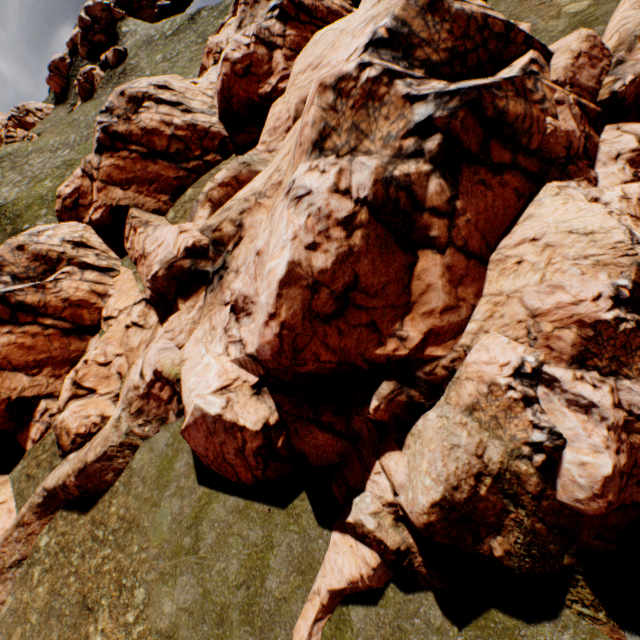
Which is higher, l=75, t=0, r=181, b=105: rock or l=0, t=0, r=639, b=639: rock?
l=75, t=0, r=181, b=105: rock

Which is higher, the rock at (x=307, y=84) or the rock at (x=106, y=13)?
the rock at (x=106, y=13)

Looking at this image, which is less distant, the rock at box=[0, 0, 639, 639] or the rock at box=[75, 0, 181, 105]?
the rock at box=[0, 0, 639, 639]

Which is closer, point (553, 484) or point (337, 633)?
point (553, 484)
